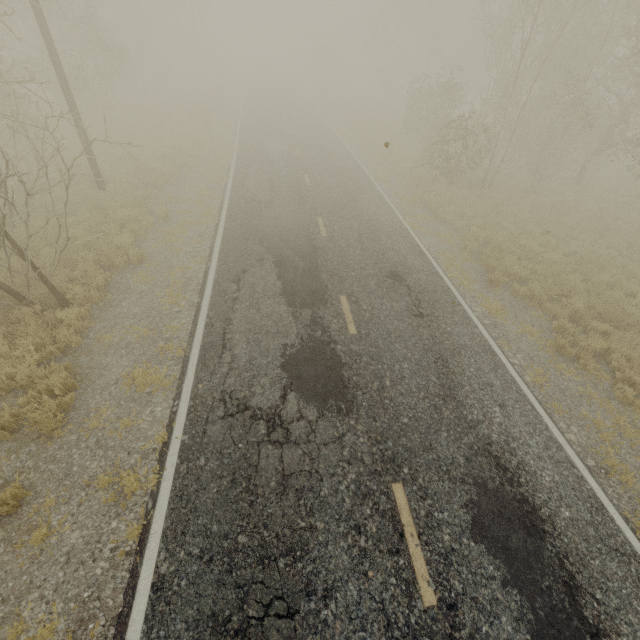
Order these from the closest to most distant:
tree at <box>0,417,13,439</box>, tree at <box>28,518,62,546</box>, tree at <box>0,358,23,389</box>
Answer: tree at <box>28,518,62,546</box> < tree at <box>0,417,13,439</box> < tree at <box>0,358,23,389</box>

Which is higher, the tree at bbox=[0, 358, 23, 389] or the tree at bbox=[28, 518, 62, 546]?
the tree at bbox=[0, 358, 23, 389]

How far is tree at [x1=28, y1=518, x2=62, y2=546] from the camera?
4.4 meters

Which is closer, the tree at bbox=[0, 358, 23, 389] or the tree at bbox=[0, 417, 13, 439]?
the tree at bbox=[0, 417, 13, 439]

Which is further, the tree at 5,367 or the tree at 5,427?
the tree at 5,367

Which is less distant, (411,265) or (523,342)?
(523,342)

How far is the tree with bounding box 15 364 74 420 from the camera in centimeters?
547cm

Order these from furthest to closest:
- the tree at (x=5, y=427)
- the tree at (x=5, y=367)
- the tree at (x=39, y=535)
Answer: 1. the tree at (x=5, y=367)
2. the tree at (x=5, y=427)
3. the tree at (x=39, y=535)
